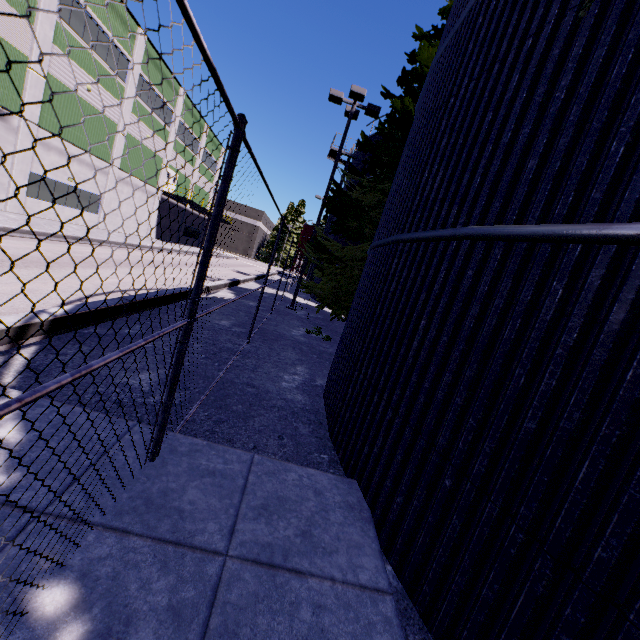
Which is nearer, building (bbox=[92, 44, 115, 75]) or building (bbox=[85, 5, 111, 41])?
building (bbox=[85, 5, 111, 41])

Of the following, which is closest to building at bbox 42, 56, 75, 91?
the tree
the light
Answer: the tree

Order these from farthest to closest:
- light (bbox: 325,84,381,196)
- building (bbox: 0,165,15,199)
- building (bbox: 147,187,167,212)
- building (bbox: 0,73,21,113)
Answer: building (bbox: 147,187,167,212) < building (bbox: 0,165,15,199) < building (bbox: 0,73,21,113) < light (bbox: 325,84,381,196)

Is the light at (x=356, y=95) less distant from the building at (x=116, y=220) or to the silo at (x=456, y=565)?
the silo at (x=456, y=565)

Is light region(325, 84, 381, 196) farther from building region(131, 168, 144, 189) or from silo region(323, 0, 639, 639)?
building region(131, 168, 144, 189)

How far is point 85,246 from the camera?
15.5m

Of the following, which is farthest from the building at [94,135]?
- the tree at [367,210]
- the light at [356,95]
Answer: the light at [356,95]
